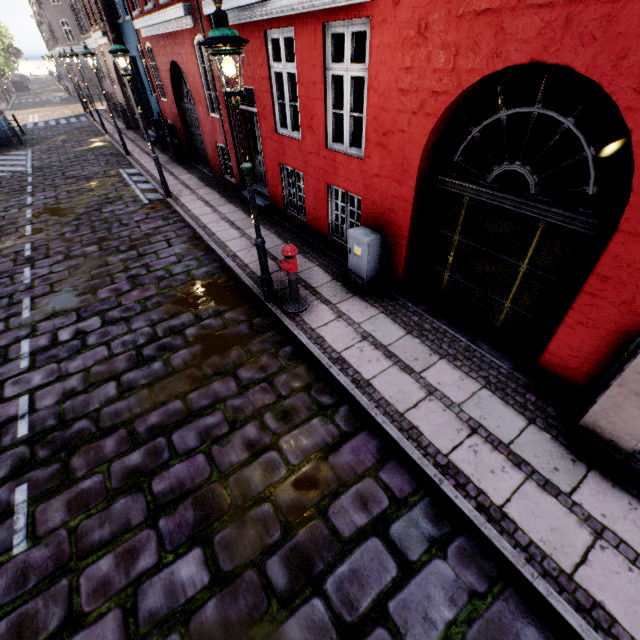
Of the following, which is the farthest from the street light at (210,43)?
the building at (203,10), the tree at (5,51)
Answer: the building at (203,10)

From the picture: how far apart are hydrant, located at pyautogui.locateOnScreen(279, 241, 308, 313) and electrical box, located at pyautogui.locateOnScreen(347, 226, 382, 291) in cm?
104

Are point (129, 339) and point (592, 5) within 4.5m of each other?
no

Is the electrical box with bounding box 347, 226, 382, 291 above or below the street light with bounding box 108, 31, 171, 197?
below

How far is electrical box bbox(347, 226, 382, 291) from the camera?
5.50m

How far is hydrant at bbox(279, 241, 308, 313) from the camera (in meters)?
5.04

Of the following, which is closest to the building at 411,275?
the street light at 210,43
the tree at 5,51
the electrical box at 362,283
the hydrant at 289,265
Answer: the electrical box at 362,283

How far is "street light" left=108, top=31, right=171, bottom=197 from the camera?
7.9m
